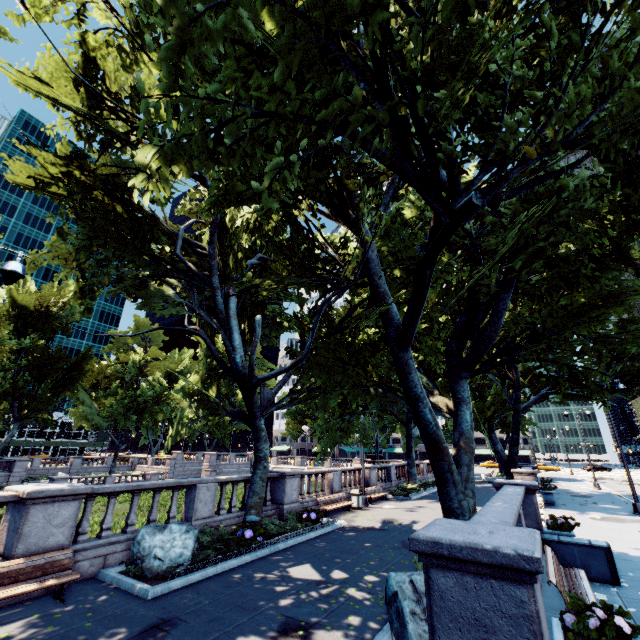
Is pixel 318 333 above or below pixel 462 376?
above

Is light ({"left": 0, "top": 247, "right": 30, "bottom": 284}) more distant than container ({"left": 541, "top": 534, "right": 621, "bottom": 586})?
No

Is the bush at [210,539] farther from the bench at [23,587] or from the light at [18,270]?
the light at [18,270]

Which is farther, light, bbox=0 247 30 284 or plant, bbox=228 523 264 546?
plant, bbox=228 523 264 546

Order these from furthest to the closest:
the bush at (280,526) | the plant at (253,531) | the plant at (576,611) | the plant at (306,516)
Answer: the plant at (306,516)
the bush at (280,526)
the plant at (253,531)
the plant at (576,611)

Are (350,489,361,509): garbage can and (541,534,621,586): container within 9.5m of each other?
no

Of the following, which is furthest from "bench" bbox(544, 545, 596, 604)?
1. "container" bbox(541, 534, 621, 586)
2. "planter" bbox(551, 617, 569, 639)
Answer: "planter" bbox(551, 617, 569, 639)

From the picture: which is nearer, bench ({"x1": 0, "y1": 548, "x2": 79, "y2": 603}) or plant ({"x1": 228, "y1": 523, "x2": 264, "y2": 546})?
bench ({"x1": 0, "y1": 548, "x2": 79, "y2": 603})
